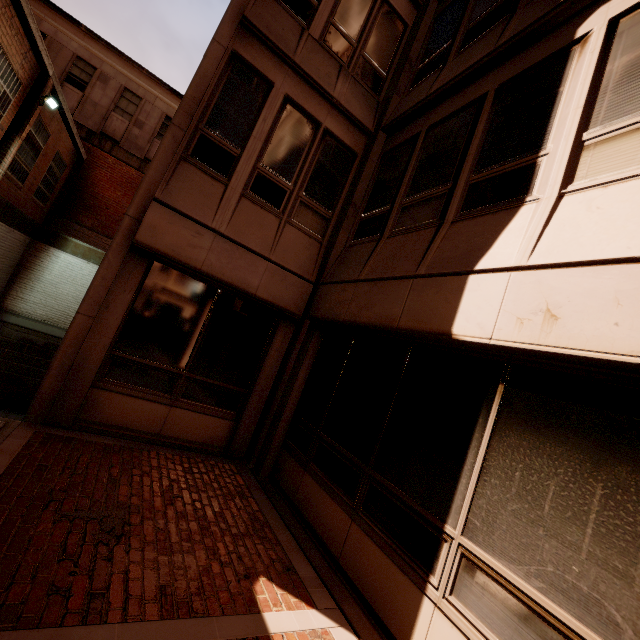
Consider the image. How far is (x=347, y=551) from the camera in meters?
3.9 m
